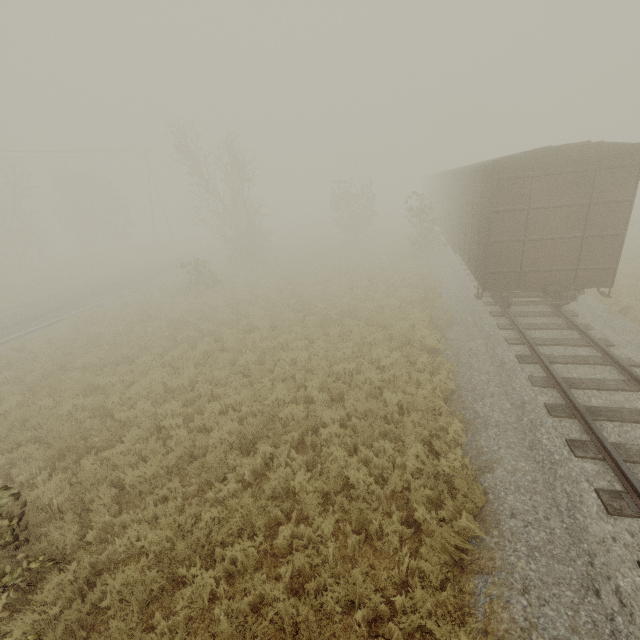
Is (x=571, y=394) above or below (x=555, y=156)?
below

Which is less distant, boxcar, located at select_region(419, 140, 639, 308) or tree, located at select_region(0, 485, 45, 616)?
tree, located at select_region(0, 485, 45, 616)

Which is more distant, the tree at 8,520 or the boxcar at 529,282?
the boxcar at 529,282

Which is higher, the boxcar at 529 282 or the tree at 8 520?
the boxcar at 529 282

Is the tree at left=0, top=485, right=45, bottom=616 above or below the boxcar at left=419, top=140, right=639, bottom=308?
below
